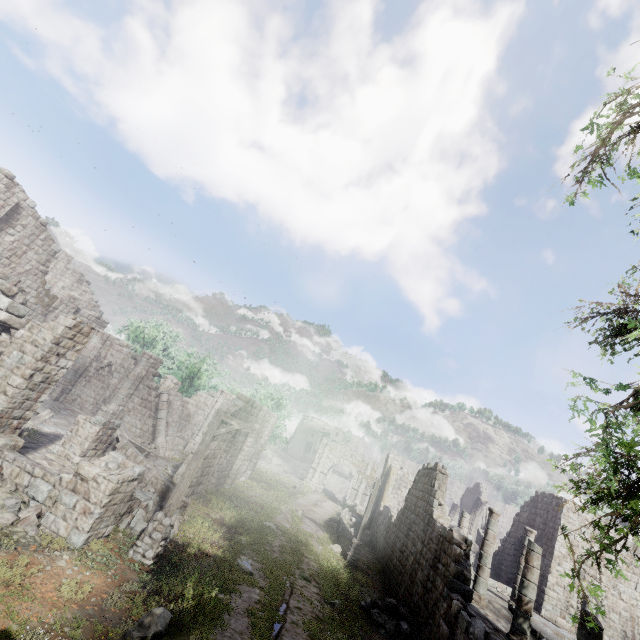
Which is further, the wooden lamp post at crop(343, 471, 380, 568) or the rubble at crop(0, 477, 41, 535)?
the wooden lamp post at crop(343, 471, 380, 568)

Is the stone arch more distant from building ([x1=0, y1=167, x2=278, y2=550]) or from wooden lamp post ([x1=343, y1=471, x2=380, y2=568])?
wooden lamp post ([x1=343, y1=471, x2=380, y2=568])

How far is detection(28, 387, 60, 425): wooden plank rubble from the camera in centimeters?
1722cm

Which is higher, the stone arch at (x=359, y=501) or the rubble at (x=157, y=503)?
the stone arch at (x=359, y=501)

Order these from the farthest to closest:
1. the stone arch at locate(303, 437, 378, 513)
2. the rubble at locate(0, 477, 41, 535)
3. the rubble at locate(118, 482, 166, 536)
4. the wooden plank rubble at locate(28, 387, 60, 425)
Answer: the stone arch at locate(303, 437, 378, 513) < the wooden plank rubble at locate(28, 387, 60, 425) < the rubble at locate(118, 482, 166, 536) < the rubble at locate(0, 477, 41, 535)

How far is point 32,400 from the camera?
11.1 meters

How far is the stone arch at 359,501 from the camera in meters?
38.1
